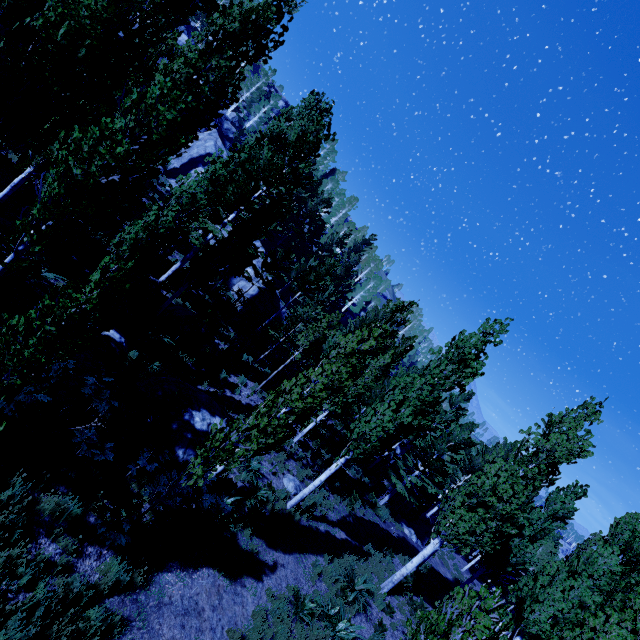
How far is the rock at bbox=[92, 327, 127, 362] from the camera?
11.07m

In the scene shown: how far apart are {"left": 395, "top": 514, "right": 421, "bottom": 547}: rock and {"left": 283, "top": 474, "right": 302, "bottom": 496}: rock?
13.7 meters

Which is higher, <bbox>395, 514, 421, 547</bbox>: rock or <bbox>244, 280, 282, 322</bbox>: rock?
<bbox>244, 280, 282, 322</bbox>: rock

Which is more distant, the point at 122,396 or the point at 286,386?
the point at 286,386

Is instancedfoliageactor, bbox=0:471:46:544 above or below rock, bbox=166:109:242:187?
below

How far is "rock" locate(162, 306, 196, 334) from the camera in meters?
16.2

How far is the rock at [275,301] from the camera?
27.3m

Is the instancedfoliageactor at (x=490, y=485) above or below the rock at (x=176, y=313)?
above
